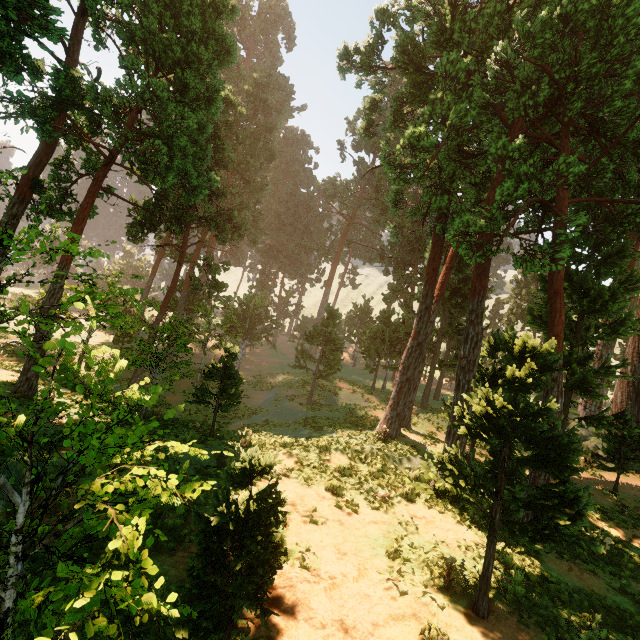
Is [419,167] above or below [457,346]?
above
